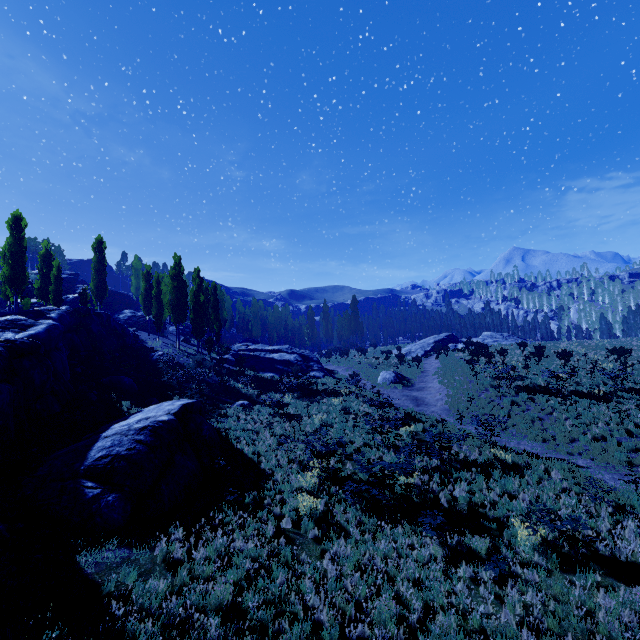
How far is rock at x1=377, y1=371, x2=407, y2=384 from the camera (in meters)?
30.34

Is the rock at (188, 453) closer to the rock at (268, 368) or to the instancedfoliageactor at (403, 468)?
the instancedfoliageactor at (403, 468)

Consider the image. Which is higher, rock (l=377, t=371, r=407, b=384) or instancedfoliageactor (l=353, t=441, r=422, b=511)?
rock (l=377, t=371, r=407, b=384)

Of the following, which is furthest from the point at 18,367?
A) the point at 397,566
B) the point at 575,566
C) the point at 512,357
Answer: the point at 512,357

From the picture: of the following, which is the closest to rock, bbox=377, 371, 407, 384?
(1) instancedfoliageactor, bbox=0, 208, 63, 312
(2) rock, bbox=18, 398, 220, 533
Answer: (2) rock, bbox=18, 398, 220, 533

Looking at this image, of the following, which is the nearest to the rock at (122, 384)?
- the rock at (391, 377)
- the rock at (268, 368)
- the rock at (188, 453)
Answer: the rock at (188, 453)

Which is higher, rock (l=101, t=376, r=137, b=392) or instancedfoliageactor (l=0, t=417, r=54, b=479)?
rock (l=101, t=376, r=137, b=392)

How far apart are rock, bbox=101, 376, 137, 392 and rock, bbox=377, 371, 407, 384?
20.72m
